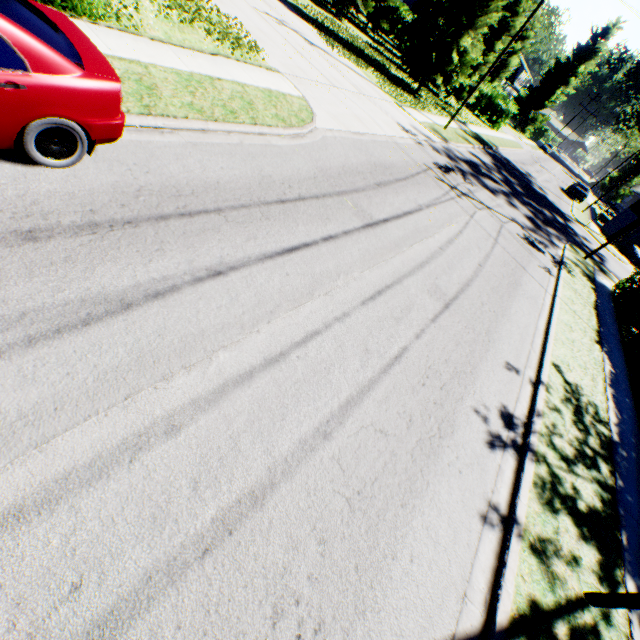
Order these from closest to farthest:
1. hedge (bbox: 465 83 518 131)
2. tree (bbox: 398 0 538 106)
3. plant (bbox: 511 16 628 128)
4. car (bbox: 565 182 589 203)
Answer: tree (bbox: 398 0 538 106) < car (bbox: 565 182 589 203) < hedge (bbox: 465 83 518 131) < plant (bbox: 511 16 628 128)

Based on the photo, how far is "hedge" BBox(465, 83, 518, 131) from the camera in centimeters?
3681cm

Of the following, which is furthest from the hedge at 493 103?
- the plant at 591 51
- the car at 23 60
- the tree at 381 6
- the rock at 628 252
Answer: the car at 23 60

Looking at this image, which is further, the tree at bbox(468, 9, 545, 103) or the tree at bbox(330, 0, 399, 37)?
the tree at bbox(468, 9, 545, 103)

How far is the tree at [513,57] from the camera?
29.8m

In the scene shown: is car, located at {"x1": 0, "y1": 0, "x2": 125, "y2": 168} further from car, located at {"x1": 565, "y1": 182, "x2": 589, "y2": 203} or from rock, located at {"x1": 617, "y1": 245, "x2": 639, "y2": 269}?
car, located at {"x1": 565, "y1": 182, "x2": 589, "y2": 203}

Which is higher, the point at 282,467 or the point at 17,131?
the point at 17,131

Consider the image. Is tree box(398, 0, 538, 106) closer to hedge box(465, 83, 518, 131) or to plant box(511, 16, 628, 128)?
hedge box(465, 83, 518, 131)
